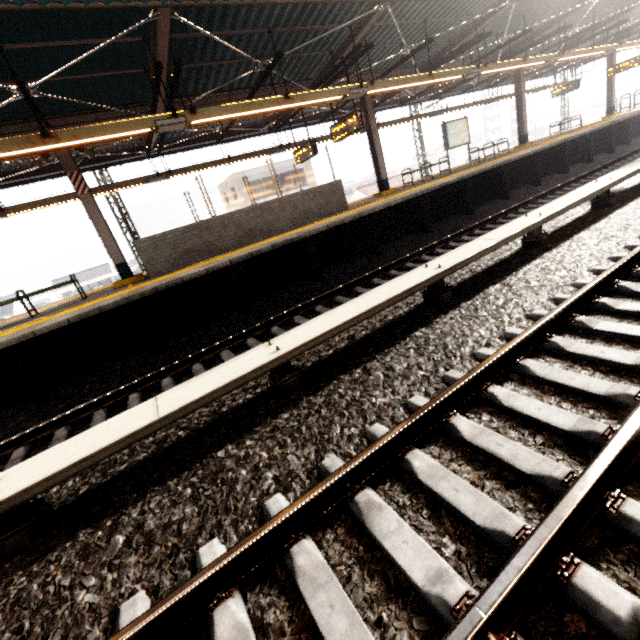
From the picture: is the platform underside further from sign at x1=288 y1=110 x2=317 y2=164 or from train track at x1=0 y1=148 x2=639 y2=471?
sign at x1=288 y1=110 x2=317 y2=164

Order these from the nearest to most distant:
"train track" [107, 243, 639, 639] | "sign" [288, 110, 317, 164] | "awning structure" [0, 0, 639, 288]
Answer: "train track" [107, 243, 639, 639], "awning structure" [0, 0, 639, 288], "sign" [288, 110, 317, 164]

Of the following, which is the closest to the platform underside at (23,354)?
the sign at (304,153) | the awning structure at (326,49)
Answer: the awning structure at (326,49)

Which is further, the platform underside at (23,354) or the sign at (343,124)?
the sign at (343,124)

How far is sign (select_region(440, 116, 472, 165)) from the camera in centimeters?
1396cm

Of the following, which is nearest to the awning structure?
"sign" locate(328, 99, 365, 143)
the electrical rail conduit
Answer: "sign" locate(328, 99, 365, 143)

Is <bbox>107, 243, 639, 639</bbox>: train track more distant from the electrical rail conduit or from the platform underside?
the platform underside

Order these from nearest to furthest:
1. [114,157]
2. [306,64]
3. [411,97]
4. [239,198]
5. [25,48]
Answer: [25,48] → [306,64] → [114,157] → [411,97] → [239,198]
